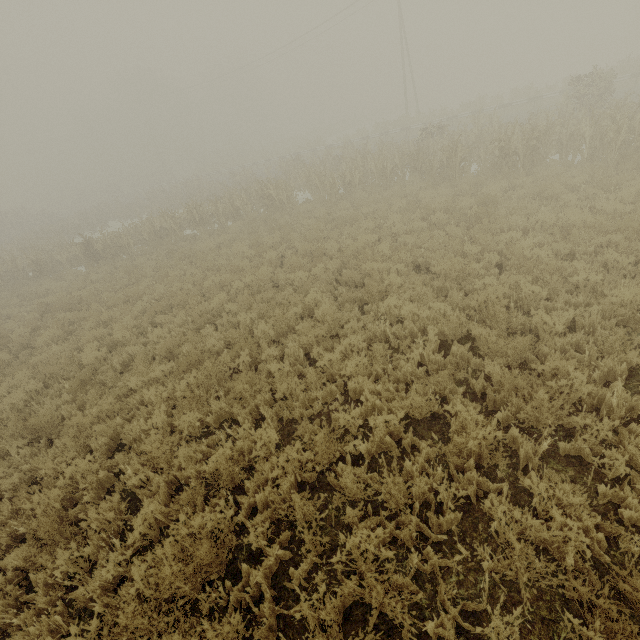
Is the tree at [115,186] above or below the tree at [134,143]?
below

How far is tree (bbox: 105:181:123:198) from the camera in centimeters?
5362cm

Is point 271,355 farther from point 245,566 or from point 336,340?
point 245,566

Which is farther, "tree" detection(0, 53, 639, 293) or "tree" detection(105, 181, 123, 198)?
"tree" detection(105, 181, 123, 198)

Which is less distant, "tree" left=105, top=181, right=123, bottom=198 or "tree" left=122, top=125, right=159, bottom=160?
"tree" left=105, top=181, right=123, bottom=198

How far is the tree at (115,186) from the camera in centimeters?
5362cm
